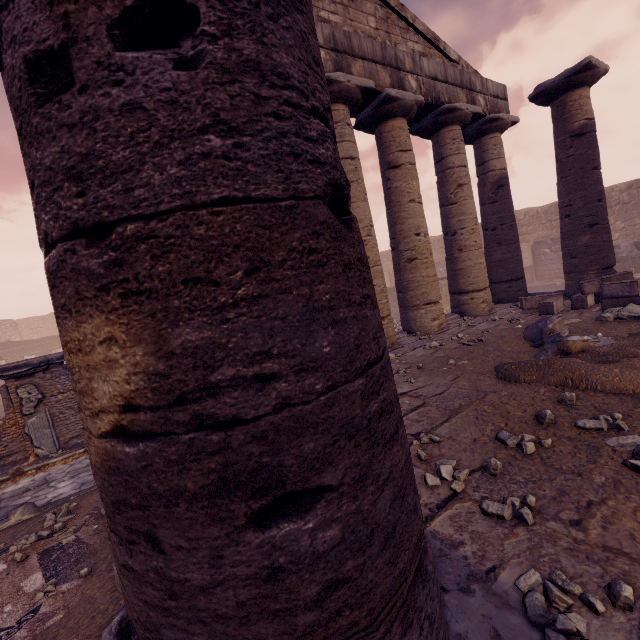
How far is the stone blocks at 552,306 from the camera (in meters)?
7.13

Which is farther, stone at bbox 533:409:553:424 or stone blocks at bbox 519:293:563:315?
stone blocks at bbox 519:293:563:315

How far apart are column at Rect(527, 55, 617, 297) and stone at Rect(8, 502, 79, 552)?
11.3m

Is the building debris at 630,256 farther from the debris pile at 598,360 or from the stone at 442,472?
the stone at 442,472

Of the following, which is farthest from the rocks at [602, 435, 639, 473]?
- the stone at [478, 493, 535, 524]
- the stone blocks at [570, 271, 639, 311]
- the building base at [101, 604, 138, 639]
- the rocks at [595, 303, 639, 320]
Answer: the stone blocks at [570, 271, 639, 311]

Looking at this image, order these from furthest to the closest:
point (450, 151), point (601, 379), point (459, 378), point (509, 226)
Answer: point (509, 226) < point (450, 151) < point (459, 378) < point (601, 379)

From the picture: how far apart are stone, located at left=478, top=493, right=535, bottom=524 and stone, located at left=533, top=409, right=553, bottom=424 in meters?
1.1

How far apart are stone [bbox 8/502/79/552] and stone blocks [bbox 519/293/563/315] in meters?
9.2
